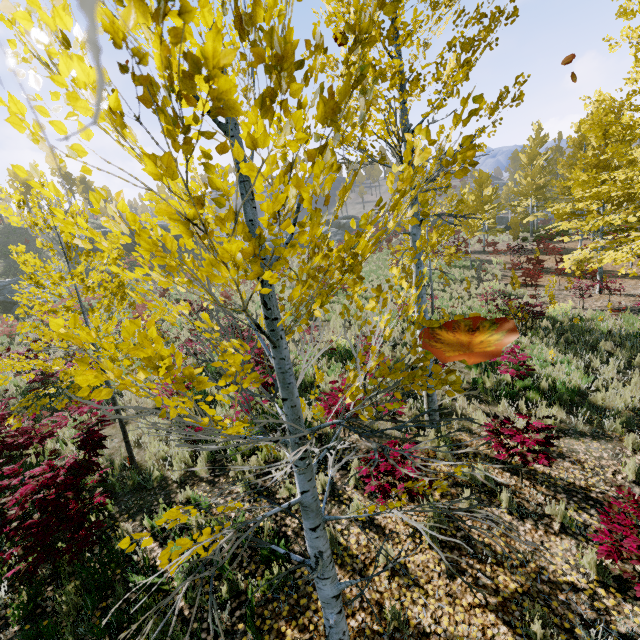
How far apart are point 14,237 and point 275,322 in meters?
51.7

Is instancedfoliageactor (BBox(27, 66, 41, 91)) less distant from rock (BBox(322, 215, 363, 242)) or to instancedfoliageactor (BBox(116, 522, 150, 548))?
instancedfoliageactor (BBox(116, 522, 150, 548))

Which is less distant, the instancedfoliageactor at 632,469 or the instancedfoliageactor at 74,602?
the instancedfoliageactor at 74,602

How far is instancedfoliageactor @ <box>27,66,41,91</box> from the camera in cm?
76

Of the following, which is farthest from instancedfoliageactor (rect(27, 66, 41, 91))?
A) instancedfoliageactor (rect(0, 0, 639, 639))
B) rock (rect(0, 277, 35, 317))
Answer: rock (rect(0, 277, 35, 317))

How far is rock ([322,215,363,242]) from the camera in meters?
41.2

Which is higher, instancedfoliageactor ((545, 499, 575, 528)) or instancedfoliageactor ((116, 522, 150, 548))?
instancedfoliageactor ((116, 522, 150, 548))

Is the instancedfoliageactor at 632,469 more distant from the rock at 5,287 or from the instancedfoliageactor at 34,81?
the rock at 5,287
